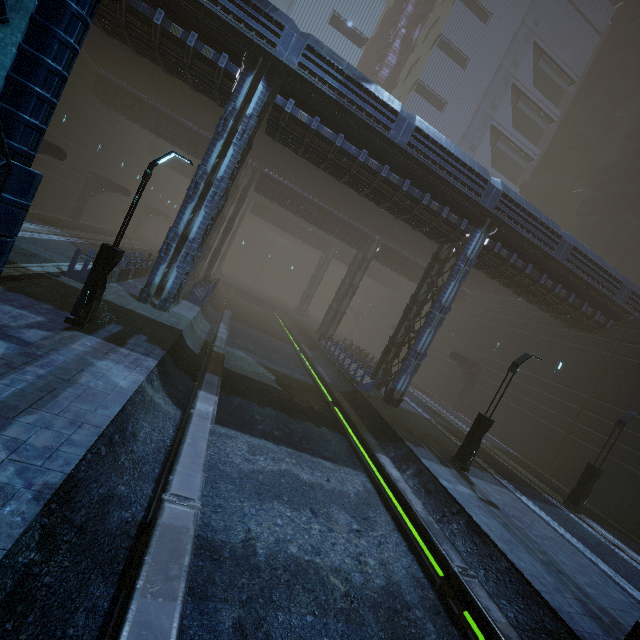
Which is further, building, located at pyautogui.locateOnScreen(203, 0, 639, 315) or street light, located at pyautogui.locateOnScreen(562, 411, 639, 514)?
street light, located at pyautogui.locateOnScreen(562, 411, 639, 514)

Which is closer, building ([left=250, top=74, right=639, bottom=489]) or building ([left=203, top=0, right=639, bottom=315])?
building ([left=203, top=0, right=639, bottom=315])

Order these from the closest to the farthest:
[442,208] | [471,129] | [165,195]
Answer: [442,208] < [471,129] < [165,195]

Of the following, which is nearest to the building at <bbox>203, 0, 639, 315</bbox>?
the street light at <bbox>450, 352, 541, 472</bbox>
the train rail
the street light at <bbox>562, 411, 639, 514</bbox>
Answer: the train rail

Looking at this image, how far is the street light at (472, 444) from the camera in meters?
13.2 m

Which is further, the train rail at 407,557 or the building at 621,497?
the building at 621,497

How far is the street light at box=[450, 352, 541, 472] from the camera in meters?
13.2 m

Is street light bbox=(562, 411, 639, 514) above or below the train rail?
above
